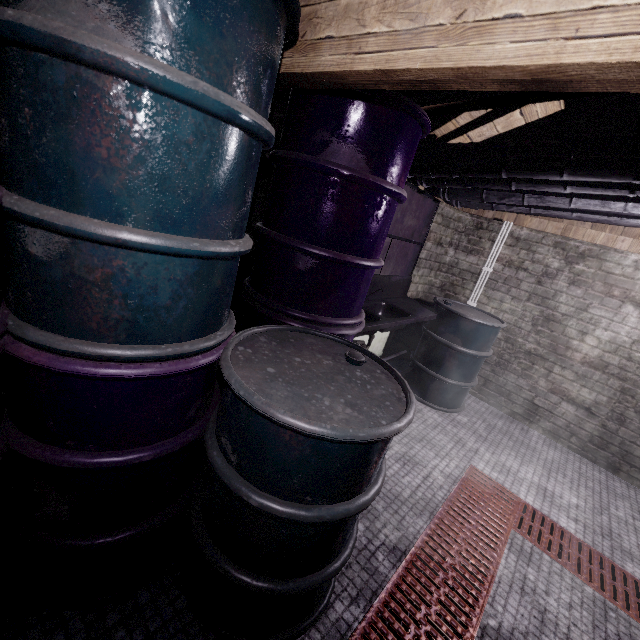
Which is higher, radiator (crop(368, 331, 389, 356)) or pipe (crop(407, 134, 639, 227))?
pipe (crop(407, 134, 639, 227))

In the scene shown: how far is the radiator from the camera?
3.6 meters

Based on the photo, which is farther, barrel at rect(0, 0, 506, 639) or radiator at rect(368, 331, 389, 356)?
radiator at rect(368, 331, 389, 356)

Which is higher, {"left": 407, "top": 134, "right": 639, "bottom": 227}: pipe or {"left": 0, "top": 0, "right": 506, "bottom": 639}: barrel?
{"left": 407, "top": 134, "right": 639, "bottom": 227}: pipe

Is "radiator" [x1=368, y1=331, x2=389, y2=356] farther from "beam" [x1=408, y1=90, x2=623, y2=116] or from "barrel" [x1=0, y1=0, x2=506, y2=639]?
"beam" [x1=408, y1=90, x2=623, y2=116]

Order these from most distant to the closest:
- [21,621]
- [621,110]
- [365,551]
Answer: [621,110] < [365,551] < [21,621]

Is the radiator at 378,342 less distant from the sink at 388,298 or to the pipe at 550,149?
the sink at 388,298

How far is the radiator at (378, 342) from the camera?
3.6 meters
